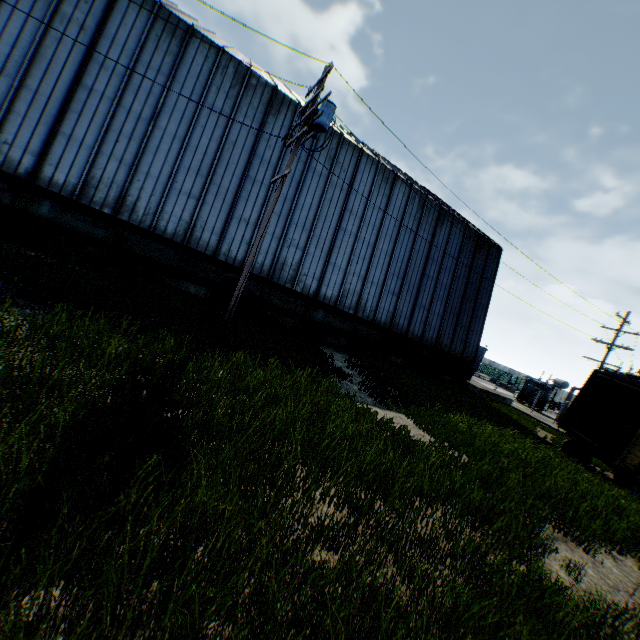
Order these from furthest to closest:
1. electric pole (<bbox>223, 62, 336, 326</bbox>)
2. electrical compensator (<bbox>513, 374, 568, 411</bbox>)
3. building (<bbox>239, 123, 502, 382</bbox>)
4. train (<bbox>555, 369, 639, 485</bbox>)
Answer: electrical compensator (<bbox>513, 374, 568, 411</bbox>) → building (<bbox>239, 123, 502, 382</bbox>) → train (<bbox>555, 369, 639, 485</bbox>) → electric pole (<bbox>223, 62, 336, 326</bbox>)

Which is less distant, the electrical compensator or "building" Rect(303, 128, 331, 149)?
"building" Rect(303, 128, 331, 149)

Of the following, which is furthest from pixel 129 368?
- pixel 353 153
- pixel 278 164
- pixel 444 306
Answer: pixel 444 306

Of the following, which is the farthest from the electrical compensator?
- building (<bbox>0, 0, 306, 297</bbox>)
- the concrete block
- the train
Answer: the concrete block

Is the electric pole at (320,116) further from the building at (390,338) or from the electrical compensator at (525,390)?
the electrical compensator at (525,390)

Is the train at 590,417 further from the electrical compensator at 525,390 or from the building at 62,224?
the electrical compensator at 525,390

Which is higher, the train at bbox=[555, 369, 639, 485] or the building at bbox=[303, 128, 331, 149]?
the building at bbox=[303, 128, 331, 149]
